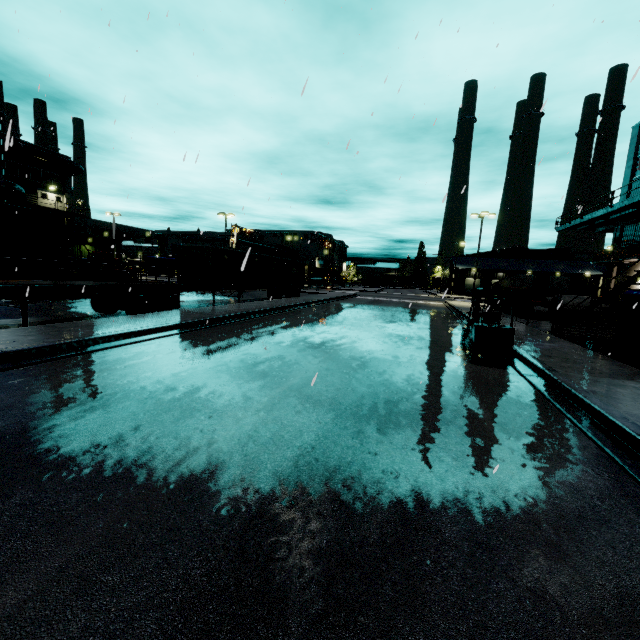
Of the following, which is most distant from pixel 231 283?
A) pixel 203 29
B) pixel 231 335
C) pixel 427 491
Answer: pixel 427 491

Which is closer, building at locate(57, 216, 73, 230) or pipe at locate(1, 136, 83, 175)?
pipe at locate(1, 136, 83, 175)

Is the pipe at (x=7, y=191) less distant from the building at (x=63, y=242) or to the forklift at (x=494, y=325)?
the building at (x=63, y=242)

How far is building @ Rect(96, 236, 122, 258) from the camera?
36.8m

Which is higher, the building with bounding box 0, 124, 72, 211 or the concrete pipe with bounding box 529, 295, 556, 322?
the building with bounding box 0, 124, 72, 211

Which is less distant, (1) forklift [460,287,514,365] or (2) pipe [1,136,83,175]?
(1) forklift [460,287,514,365]

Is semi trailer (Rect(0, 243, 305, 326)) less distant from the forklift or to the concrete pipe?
the forklift

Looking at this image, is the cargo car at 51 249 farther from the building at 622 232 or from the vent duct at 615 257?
the vent duct at 615 257
